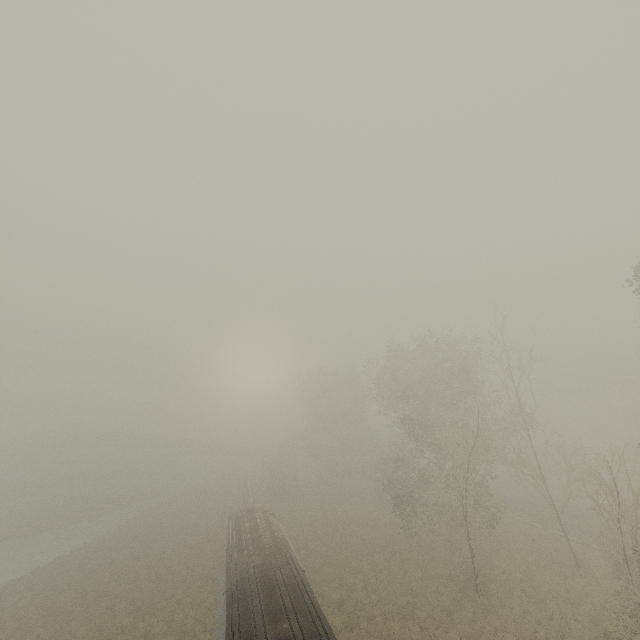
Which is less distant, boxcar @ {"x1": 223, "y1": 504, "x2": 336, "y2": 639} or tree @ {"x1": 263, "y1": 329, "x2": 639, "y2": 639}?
boxcar @ {"x1": 223, "y1": 504, "x2": 336, "y2": 639}

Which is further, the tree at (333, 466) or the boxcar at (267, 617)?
the tree at (333, 466)

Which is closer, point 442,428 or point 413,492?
point 442,428
